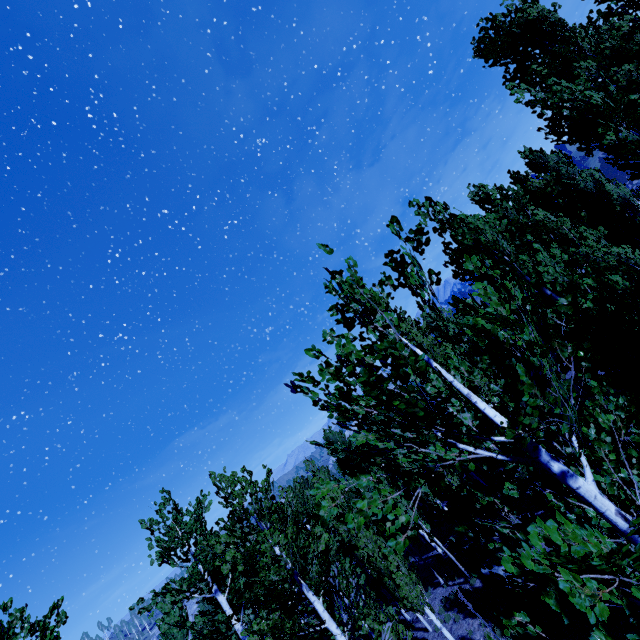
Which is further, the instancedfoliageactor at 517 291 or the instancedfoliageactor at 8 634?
the instancedfoliageactor at 8 634

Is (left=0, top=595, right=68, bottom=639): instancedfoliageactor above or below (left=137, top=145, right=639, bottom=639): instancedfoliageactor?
above

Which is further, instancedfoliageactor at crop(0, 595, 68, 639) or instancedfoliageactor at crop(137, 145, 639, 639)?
instancedfoliageactor at crop(0, 595, 68, 639)

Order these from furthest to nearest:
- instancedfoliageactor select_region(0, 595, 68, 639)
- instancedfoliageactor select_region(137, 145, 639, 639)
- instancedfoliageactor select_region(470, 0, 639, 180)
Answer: instancedfoliageactor select_region(470, 0, 639, 180) < instancedfoliageactor select_region(0, 595, 68, 639) < instancedfoliageactor select_region(137, 145, 639, 639)

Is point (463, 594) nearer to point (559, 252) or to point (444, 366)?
point (444, 366)
